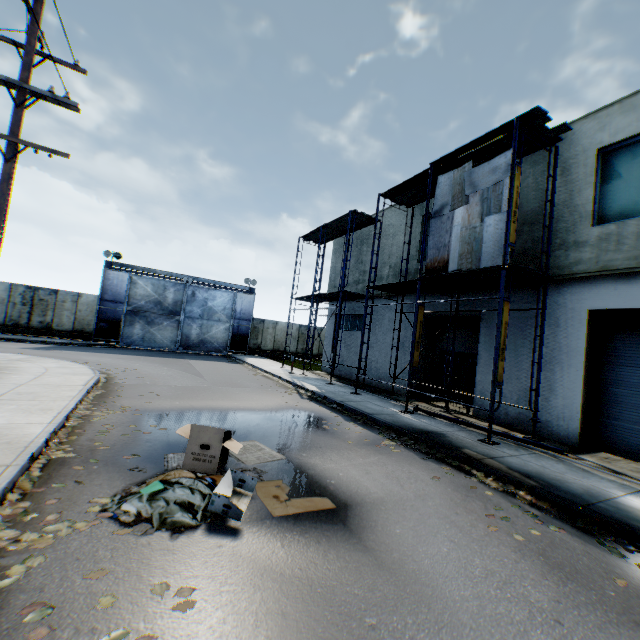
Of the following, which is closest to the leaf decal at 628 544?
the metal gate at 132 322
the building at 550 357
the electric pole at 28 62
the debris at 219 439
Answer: the building at 550 357

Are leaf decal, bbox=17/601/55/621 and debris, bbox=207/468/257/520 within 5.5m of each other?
yes

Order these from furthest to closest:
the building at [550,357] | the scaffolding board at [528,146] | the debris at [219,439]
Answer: the scaffolding board at [528,146], the building at [550,357], the debris at [219,439]

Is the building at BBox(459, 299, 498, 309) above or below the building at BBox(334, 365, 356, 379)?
above

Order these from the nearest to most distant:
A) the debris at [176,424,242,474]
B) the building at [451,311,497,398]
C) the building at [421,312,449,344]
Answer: the debris at [176,424,242,474] < the building at [451,311,497,398] < the building at [421,312,449,344]

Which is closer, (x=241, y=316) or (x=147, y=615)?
(x=147, y=615)

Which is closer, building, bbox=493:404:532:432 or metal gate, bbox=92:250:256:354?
building, bbox=493:404:532:432

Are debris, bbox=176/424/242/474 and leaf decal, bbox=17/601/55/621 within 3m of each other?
yes
